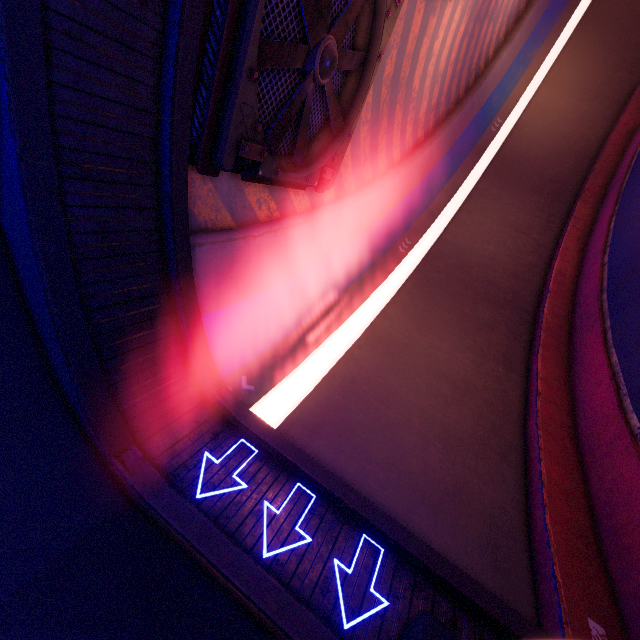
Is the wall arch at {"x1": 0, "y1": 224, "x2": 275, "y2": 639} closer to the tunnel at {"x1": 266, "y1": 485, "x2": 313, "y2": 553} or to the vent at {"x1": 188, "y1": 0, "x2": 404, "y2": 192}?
the tunnel at {"x1": 266, "y1": 485, "x2": 313, "y2": 553}

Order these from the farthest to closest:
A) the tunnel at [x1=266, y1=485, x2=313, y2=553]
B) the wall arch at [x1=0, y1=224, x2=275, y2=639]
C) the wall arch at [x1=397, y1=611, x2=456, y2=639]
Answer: the tunnel at [x1=266, y1=485, x2=313, y2=553], the wall arch at [x1=397, y1=611, x2=456, y2=639], the wall arch at [x1=0, y1=224, x2=275, y2=639]

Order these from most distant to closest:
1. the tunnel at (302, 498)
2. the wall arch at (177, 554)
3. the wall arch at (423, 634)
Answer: the tunnel at (302, 498) < the wall arch at (423, 634) < the wall arch at (177, 554)

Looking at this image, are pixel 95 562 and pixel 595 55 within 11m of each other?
no

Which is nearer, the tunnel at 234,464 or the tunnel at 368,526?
the tunnel at 368,526

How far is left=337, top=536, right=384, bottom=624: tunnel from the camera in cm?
473
